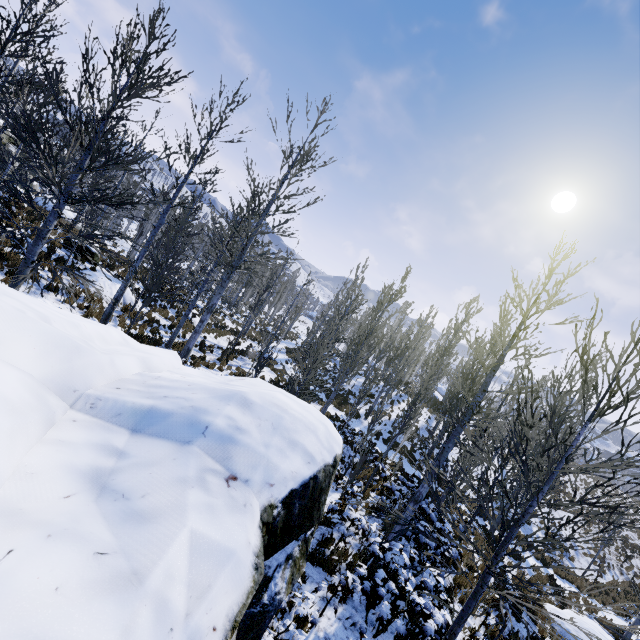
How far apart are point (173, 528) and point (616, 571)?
32.70m

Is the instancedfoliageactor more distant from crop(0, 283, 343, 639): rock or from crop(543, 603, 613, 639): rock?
crop(543, 603, 613, 639): rock

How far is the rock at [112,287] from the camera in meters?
14.3

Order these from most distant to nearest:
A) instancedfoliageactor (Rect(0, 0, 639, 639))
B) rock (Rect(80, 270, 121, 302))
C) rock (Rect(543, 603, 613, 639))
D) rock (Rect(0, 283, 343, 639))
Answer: rock (Rect(80, 270, 121, 302)) → rock (Rect(543, 603, 613, 639)) → instancedfoliageactor (Rect(0, 0, 639, 639)) → rock (Rect(0, 283, 343, 639))

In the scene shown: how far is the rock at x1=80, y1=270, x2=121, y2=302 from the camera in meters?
14.3

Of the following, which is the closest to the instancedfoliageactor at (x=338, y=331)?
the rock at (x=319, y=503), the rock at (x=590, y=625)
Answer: the rock at (x=319, y=503)

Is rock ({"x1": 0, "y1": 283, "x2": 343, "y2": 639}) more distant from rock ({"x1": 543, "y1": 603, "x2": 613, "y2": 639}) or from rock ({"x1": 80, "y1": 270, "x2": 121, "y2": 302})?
rock ({"x1": 543, "y1": 603, "x2": 613, "y2": 639})
